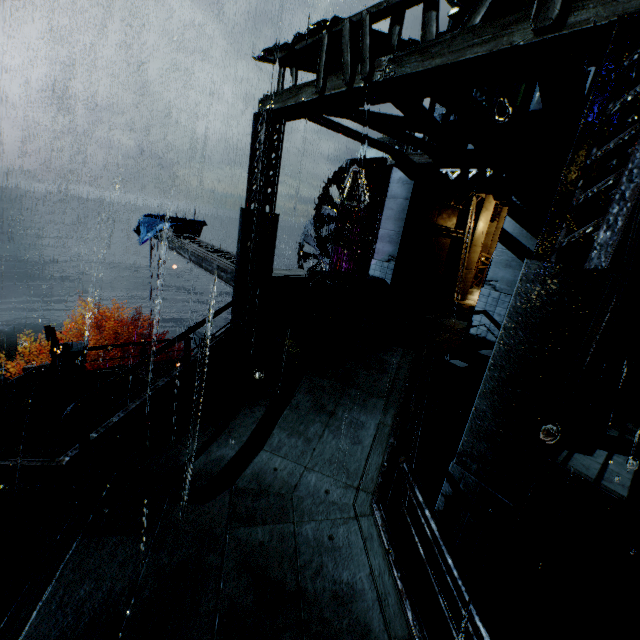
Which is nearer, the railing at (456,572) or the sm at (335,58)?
the railing at (456,572)

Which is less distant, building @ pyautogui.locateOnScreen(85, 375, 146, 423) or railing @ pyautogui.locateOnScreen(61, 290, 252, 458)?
railing @ pyautogui.locateOnScreen(61, 290, 252, 458)

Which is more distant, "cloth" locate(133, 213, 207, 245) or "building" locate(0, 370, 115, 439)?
"cloth" locate(133, 213, 207, 245)

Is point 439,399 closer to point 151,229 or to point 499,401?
point 499,401

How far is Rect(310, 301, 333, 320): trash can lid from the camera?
10.55m

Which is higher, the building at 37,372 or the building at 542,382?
the building at 542,382

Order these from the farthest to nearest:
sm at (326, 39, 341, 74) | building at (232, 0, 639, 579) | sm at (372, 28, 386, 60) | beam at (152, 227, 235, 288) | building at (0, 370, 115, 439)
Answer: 1. beam at (152, 227, 235, 288)
2. building at (0, 370, 115, 439)
3. sm at (326, 39, 341, 74)
4. sm at (372, 28, 386, 60)
5. building at (232, 0, 639, 579)

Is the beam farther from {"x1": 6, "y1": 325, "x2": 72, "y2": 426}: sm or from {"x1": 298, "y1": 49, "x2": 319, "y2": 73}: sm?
{"x1": 298, "y1": 49, "x2": 319, "y2": 73}: sm
